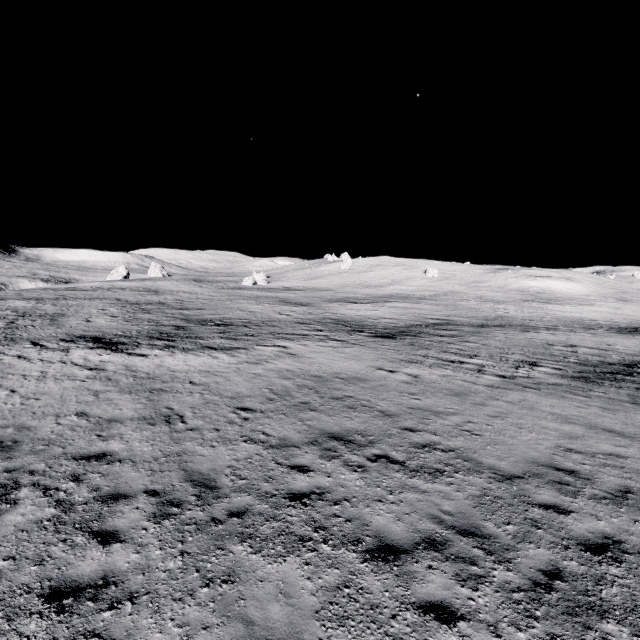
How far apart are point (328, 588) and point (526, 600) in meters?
3.1
